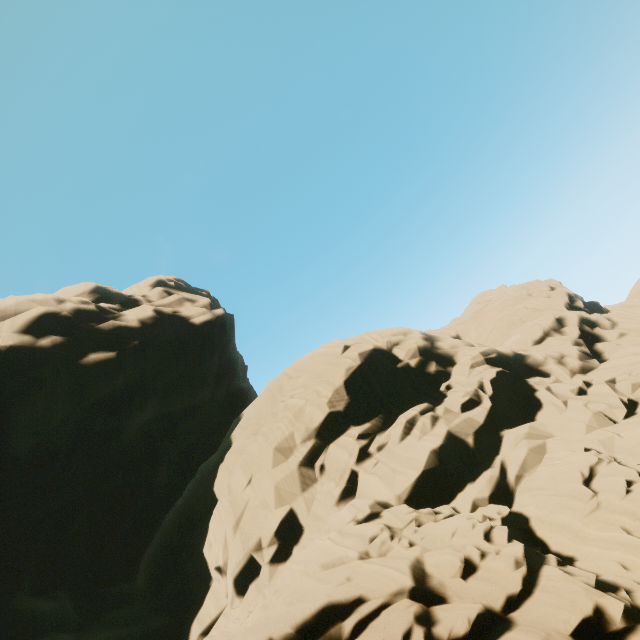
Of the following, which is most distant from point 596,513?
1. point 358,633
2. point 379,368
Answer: point 379,368
